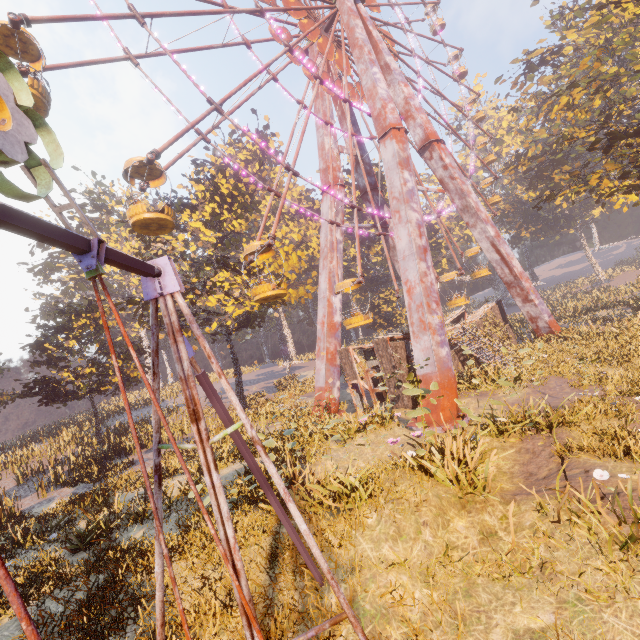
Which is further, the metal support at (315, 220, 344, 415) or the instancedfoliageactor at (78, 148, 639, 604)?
the metal support at (315, 220, 344, 415)

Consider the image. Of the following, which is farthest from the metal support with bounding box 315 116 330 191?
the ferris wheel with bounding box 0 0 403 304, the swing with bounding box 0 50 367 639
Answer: the swing with bounding box 0 50 367 639

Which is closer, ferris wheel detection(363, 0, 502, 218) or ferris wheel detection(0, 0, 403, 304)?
ferris wheel detection(0, 0, 403, 304)

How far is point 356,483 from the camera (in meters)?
7.71

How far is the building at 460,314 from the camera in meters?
18.5 m

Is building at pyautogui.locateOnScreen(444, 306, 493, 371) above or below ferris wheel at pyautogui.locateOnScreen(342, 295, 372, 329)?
below

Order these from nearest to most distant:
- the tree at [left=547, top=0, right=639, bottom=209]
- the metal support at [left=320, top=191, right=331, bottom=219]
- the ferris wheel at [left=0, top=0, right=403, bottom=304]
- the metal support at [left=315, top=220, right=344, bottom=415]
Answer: the ferris wheel at [left=0, top=0, right=403, bottom=304] → the tree at [left=547, top=0, right=639, bottom=209] → the metal support at [left=315, top=220, right=344, bottom=415] → the metal support at [left=320, top=191, right=331, bottom=219]

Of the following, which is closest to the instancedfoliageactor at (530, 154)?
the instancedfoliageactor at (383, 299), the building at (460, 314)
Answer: the instancedfoliageactor at (383, 299)
